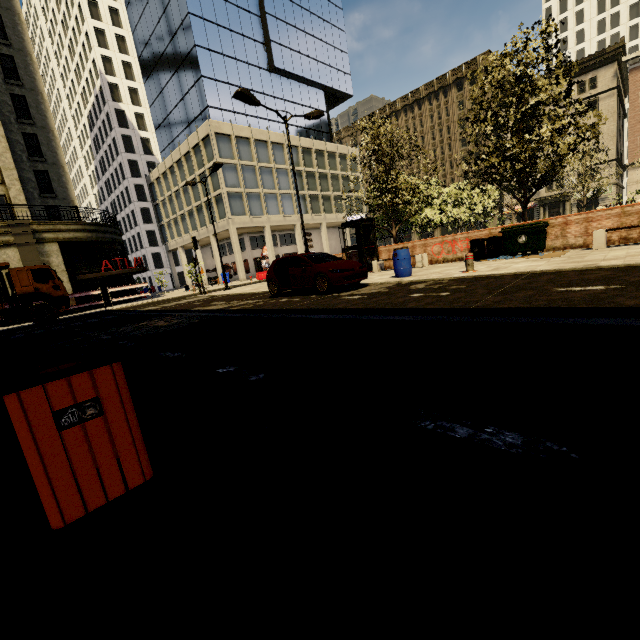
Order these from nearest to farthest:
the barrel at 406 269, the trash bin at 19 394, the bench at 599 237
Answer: the trash bin at 19 394 → the bench at 599 237 → the barrel at 406 269

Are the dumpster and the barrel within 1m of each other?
no

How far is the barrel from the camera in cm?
1127

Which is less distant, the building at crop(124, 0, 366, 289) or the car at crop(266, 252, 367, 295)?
the car at crop(266, 252, 367, 295)

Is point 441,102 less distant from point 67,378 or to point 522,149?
point 522,149

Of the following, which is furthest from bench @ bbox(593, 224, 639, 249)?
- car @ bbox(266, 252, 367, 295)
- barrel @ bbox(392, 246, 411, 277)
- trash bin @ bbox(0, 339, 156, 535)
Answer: trash bin @ bbox(0, 339, 156, 535)

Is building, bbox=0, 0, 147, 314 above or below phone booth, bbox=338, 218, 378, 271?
above

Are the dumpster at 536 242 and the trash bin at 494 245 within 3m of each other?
yes
